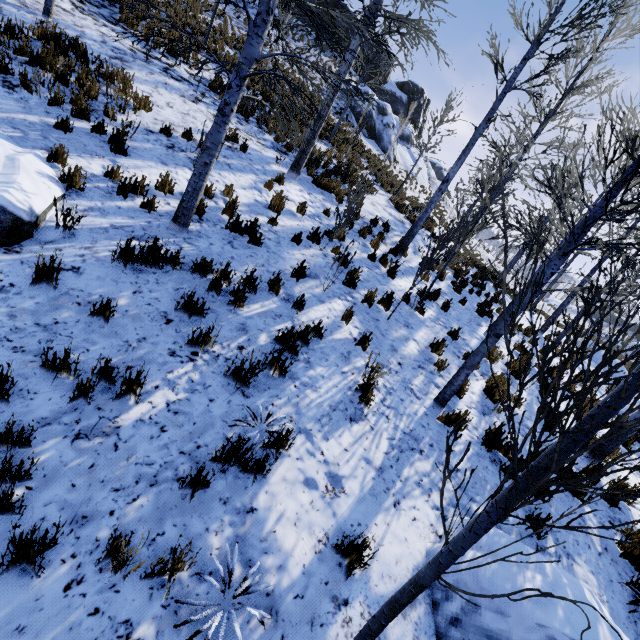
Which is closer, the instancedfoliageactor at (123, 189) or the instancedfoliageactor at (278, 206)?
the instancedfoliageactor at (123, 189)

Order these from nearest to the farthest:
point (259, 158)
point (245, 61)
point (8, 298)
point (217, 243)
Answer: point (8, 298) < point (245, 61) < point (217, 243) < point (259, 158)

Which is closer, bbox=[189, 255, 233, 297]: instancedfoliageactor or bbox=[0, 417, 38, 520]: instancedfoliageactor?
bbox=[0, 417, 38, 520]: instancedfoliageactor

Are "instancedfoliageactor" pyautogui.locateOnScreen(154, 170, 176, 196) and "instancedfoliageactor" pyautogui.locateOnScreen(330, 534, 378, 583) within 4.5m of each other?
no

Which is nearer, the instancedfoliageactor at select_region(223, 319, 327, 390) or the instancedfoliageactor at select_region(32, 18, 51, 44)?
the instancedfoliageactor at select_region(223, 319, 327, 390)

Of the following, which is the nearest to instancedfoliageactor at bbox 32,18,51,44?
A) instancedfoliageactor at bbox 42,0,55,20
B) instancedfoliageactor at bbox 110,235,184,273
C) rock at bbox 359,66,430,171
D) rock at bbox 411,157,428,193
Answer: instancedfoliageactor at bbox 110,235,184,273

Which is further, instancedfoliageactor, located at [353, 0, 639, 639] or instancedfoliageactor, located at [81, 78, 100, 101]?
instancedfoliageactor, located at [81, 78, 100, 101]

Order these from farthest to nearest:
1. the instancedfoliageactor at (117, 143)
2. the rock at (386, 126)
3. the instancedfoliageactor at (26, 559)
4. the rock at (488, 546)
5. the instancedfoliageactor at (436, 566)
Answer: the rock at (386, 126) → the instancedfoliageactor at (117, 143) → the rock at (488, 546) → the instancedfoliageactor at (26, 559) → the instancedfoliageactor at (436, 566)
